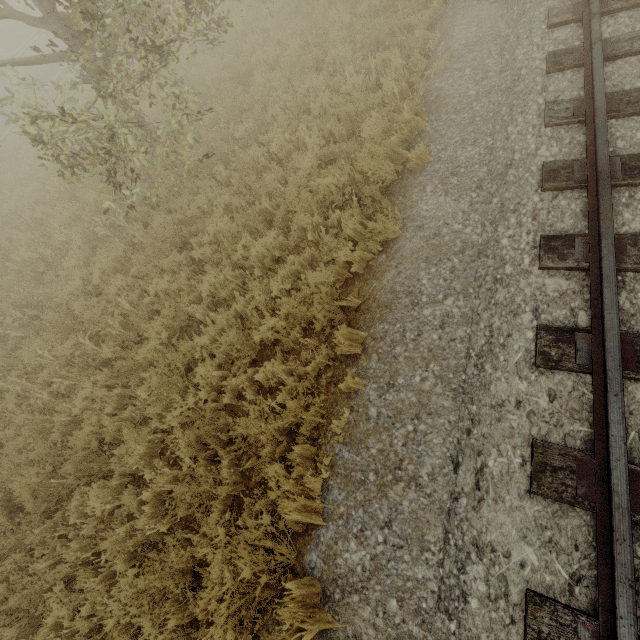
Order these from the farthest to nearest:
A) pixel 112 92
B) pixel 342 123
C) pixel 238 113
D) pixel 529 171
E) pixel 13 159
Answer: pixel 13 159 < pixel 238 113 < pixel 342 123 < pixel 112 92 < pixel 529 171

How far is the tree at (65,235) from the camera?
7.6m

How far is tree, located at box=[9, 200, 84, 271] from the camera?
7.6m

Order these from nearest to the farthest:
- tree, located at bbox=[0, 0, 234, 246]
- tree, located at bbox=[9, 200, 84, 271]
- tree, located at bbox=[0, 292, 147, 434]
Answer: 1. tree, located at bbox=[0, 0, 234, 246]
2. tree, located at bbox=[0, 292, 147, 434]
3. tree, located at bbox=[9, 200, 84, 271]

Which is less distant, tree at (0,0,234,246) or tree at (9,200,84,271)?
tree at (0,0,234,246)

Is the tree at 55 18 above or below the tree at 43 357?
above

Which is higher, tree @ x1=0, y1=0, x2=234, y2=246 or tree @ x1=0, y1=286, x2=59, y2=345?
tree @ x1=0, y1=0, x2=234, y2=246
